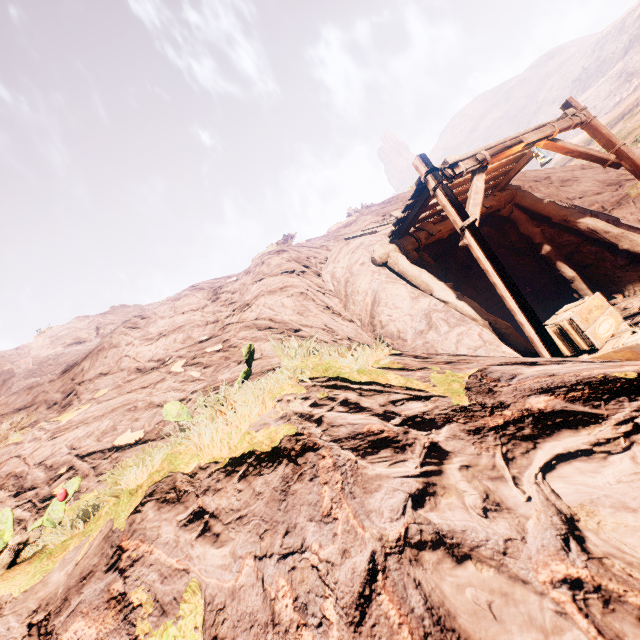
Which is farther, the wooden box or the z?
the wooden box

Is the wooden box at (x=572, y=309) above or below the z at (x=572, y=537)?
below

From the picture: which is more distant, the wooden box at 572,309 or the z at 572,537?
the wooden box at 572,309

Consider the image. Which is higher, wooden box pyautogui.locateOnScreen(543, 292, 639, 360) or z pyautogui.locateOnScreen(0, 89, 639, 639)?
z pyautogui.locateOnScreen(0, 89, 639, 639)

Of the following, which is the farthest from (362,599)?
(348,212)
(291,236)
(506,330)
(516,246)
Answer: (348,212)
